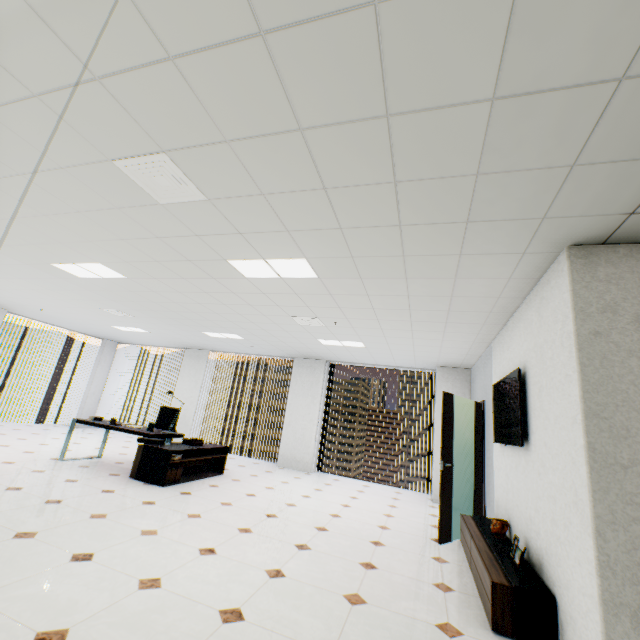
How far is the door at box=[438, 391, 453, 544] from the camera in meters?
4.5 m

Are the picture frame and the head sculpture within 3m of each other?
yes

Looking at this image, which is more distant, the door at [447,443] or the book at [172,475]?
the book at [172,475]

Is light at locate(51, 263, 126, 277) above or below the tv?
above

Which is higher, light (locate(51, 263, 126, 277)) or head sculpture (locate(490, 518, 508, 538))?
light (locate(51, 263, 126, 277))

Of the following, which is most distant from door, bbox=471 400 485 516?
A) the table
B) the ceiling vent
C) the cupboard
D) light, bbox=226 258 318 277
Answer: the ceiling vent

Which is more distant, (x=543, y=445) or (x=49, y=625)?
(x=543, y=445)

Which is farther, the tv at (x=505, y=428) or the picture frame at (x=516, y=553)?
the tv at (x=505, y=428)
